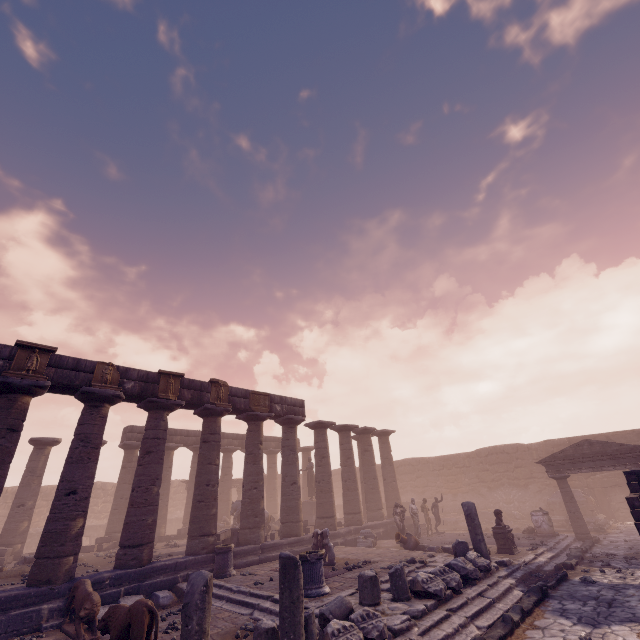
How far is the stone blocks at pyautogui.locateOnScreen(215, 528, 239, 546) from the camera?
13.66m

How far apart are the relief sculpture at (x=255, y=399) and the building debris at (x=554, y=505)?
19.3 meters

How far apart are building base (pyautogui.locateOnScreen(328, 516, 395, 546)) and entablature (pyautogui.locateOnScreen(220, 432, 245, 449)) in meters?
5.3 m

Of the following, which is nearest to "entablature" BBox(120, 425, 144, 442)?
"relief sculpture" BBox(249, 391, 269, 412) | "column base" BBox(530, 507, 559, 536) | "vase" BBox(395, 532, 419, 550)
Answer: "relief sculpture" BBox(249, 391, 269, 412)

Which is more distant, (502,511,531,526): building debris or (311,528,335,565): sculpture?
(502,511,531,526): building debris

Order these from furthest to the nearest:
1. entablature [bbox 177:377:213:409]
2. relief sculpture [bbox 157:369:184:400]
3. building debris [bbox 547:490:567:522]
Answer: building debris [bbox 547:490:567:522] → entablature [bbox 177:377:213:409] → relief sculpture [bbox 157:369:184:400]

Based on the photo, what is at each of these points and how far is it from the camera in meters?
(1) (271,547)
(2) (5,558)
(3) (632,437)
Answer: (1) building base, 13.5 m
(2) stone blocks, 14.3 m
(3) wall arch, 20.5 m

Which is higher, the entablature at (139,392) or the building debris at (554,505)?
the entablature at (139,392)
